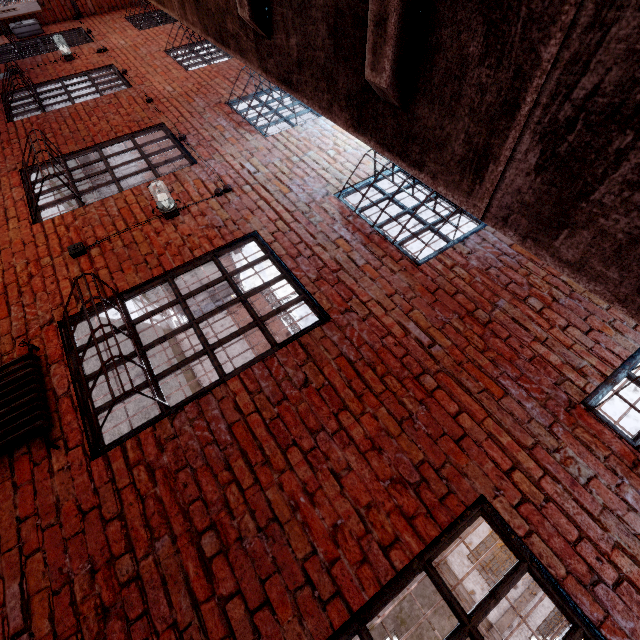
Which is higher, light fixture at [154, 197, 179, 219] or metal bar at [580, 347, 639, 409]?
metal bar at [580, 347, 639, 409]

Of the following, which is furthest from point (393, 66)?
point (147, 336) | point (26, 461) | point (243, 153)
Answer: point (147, 336)

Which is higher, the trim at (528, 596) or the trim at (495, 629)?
the trim at (528, 596)

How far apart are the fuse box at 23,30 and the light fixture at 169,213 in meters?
8.1 m

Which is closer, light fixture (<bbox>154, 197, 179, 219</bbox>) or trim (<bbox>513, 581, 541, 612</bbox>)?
light fixture (<bbox>154, 197, 179, 219</bbox>)

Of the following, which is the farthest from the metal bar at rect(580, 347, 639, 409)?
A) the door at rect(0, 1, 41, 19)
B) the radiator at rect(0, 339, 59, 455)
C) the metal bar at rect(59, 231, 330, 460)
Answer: the door at rect(0, 1, 41, 19)

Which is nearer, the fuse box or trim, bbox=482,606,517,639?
the fuse box

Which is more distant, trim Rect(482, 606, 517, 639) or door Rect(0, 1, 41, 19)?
trim Rect(482, 606, 517, 639)
